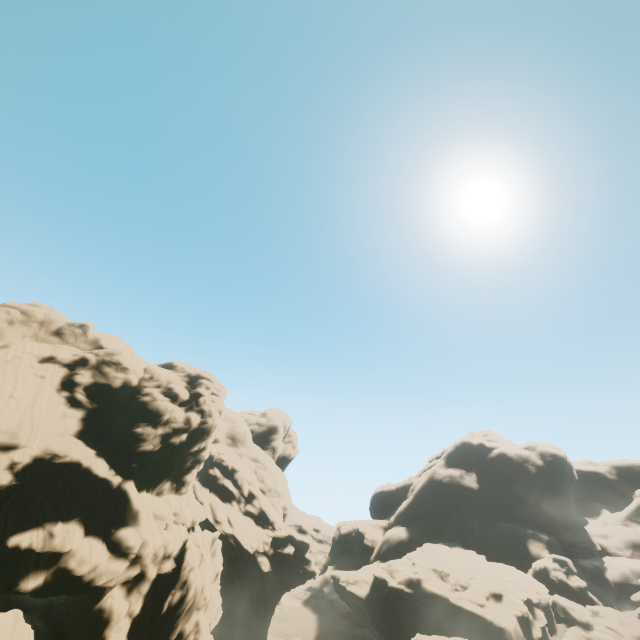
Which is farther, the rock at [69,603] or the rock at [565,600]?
the rock at [565,600]

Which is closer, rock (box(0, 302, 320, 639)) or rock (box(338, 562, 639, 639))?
rock (box(0, 302, 320, 639))

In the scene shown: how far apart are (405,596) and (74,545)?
52.9 meters
